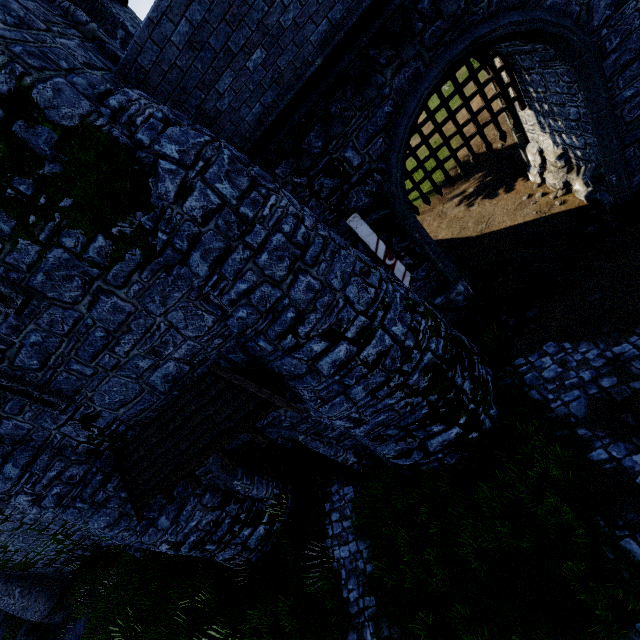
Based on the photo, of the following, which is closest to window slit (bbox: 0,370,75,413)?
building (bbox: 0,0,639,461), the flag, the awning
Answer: building (bbox: 0,0,639,461)

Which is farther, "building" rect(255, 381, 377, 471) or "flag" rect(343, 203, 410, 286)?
"building" rect(255, 381, 377, 471)

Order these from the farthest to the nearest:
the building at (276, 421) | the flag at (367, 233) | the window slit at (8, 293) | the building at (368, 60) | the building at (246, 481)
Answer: the building at (246, 481), the building at (276, 421), the flag at (367, 233), the window slit at (8, 293), the building at (368, 60)

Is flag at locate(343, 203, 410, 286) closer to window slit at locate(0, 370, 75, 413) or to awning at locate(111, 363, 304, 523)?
awning at locate(111, 363, 304, 523)

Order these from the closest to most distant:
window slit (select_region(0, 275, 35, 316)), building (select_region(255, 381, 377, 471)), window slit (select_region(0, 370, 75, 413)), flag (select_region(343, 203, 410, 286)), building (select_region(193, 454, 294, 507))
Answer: window slit (select_region(0, 275, 35, 316)) < window slit (select_region(0, 370, 75, 413)) < flag (select_region(343, 203, 410, 286)) < building (select_region(255, 381, 377, 471)) < building (select_region(193, 454, 294, 507))

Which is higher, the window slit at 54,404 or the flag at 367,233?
the window slit at 54,404

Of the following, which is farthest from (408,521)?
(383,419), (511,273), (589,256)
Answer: (589,256)

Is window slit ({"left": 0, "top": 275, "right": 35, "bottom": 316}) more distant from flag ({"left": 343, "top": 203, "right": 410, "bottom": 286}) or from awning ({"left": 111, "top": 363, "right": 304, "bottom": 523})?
flag ({"left": 343, "top": 203, "right": 410, "bottom": 286})
